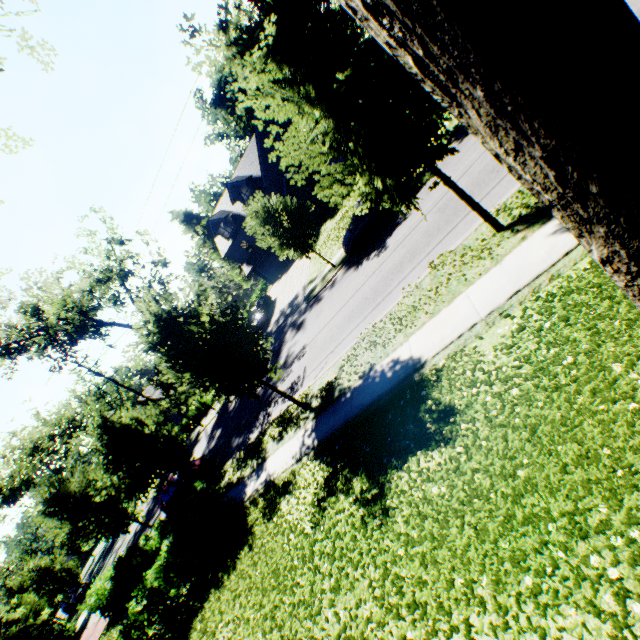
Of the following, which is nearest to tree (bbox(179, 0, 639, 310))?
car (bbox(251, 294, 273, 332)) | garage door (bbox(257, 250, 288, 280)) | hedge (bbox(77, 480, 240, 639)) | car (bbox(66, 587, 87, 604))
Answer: hedge (bbox(77, 480, 240, 639))

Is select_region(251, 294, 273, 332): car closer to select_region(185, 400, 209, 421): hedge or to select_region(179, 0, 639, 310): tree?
select_region(179, 0, 639, 310): tree

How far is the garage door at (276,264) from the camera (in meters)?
39.22

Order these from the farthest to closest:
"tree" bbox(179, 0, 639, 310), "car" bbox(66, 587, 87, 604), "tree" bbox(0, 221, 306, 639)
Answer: "car" bbox(66, 587, 87, 604)
"tree" bbox(0, 221, 306, 639)
"tree" bbox(179, 0, 639, 310)

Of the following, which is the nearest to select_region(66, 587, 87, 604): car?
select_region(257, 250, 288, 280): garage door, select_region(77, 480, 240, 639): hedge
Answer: select_region(77, 480, 240, 639): hedge

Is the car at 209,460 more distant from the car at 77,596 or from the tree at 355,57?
the car at 77,596

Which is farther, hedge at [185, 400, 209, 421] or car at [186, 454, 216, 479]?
hedge at [185, 400, 209, 421]

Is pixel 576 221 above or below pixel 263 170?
below
